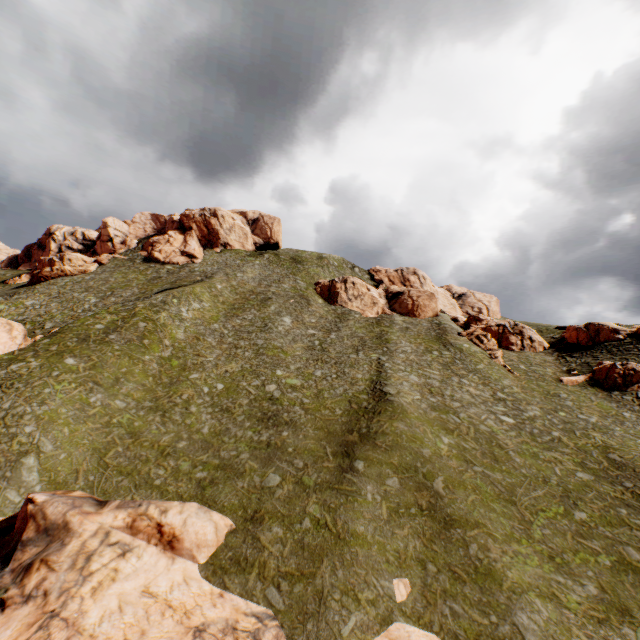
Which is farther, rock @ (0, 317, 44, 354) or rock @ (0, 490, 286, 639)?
rock @ (0, 317, 44, 354)

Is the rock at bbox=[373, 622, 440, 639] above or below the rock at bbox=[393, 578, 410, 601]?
below

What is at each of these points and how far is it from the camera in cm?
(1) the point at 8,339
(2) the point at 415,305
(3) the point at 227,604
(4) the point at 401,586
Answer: (1) rock, 3566
(2) rock, 5909
(3) rock, 1527
(4) rock, 1673

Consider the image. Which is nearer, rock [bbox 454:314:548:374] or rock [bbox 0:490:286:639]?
rock [bbox 0:490:286:639]

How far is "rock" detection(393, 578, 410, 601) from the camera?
16.3m

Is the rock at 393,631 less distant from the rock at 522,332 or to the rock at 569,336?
the rock at 569,336

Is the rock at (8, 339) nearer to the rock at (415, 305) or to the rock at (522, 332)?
the rock at (415, 305)

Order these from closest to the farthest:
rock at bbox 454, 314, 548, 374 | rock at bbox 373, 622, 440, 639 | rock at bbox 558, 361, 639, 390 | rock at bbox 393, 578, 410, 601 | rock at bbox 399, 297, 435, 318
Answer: rock at bbox 373, 622, 440, 639 → rock at bbox 393, 578, 410, 601 → rock at bbox 558, 361, 639, 390 → rock at bbox 454, 314, 548, 374 → rock at bbox 399, 297, 435, 318
